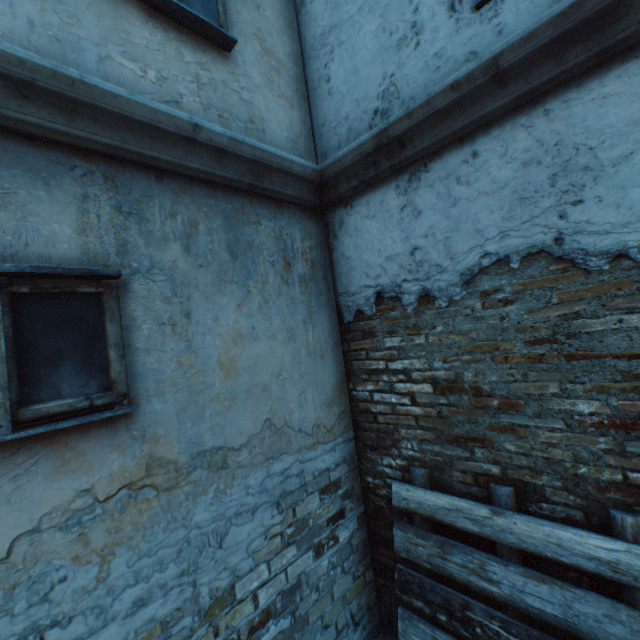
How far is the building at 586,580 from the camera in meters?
1.7

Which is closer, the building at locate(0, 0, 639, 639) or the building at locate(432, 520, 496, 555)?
the building at locate(0, 0, 639, 639)

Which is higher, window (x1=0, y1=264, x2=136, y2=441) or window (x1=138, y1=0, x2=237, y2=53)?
window (x1=138, y1=0, x2=237, y2=53)

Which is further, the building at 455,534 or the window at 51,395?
the building at 455,534

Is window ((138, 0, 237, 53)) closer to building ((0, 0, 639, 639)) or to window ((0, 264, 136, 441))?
building ((0, 0, 639, 639))

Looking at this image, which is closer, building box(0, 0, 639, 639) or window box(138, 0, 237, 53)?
building box(0, 0, 639, 639)

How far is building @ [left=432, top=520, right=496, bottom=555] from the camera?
2.1 meters

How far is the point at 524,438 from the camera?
2.0m
